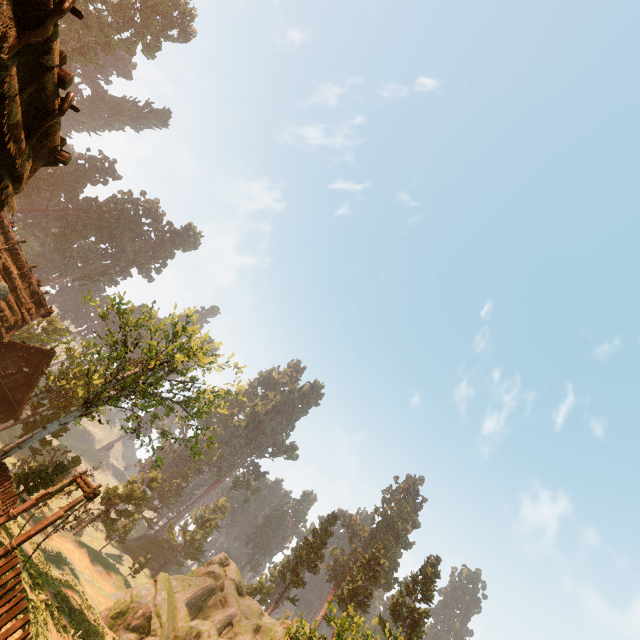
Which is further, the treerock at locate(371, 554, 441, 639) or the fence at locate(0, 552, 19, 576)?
the treerock at locate(371, 554, 441, 639)

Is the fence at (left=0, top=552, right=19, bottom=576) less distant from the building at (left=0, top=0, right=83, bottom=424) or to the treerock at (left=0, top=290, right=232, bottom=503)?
the building at (left=0, top=0, right=83, bottom=424)

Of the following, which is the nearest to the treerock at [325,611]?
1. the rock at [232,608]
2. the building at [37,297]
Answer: the building at [37,297]

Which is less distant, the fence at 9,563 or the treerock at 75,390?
the fence at 9,563

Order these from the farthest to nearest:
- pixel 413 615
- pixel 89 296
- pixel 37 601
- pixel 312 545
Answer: pixel 312 545
pixel 413 615
pixel 89 296
pixel 37 601

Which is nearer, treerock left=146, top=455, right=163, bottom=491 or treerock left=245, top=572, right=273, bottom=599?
treerock left=146, top=455, right=163, bottom=491

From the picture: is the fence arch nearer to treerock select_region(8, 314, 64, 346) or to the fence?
the fence

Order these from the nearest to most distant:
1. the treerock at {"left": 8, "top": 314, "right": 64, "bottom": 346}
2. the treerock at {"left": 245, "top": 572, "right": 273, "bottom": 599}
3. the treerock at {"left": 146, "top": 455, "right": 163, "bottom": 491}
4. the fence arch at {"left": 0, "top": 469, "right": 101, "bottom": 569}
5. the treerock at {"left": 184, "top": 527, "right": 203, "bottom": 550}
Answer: the fence arch at {"left": 0, "top": 469, "right": 101, "bottom": 569}
the treerock at {"left": 146, "top": 455, "right": 163, "bottom": 491}
the treerock at {"left": 8, "top": 314, "right": 64, "bottom": 346}
the treerock at {"left": 245, "top": 572, "right": 273, "bottom": 599}
the treerock at {"left": 184, "top": 527, "right": 203, "bottom": 550}
